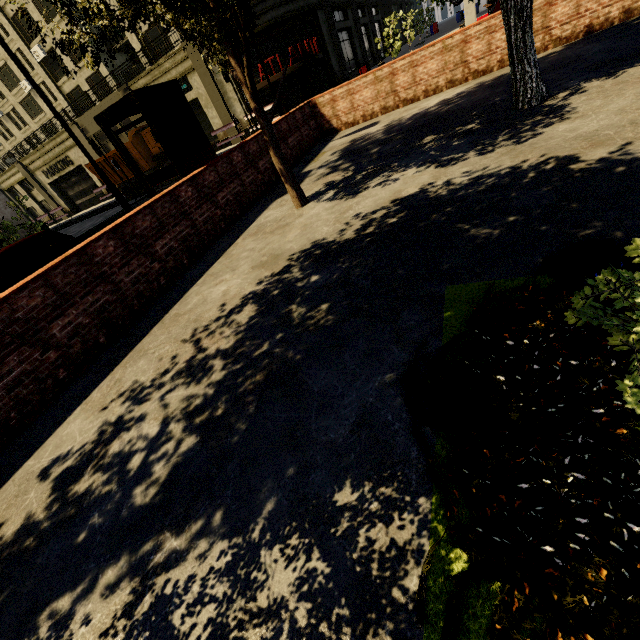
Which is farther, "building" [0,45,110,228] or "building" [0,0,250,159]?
"building" [0,45,110,228]

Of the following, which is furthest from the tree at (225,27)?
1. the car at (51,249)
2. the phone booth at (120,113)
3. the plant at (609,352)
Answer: the car at (51,249)

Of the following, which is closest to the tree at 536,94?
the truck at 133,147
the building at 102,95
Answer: the building at 102,95

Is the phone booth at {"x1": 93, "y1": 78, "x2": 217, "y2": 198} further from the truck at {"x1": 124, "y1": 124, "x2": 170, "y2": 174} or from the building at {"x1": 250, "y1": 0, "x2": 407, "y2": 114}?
the building at {"x1": 250, "y1": 0, "x2": 407, "y2": 114}

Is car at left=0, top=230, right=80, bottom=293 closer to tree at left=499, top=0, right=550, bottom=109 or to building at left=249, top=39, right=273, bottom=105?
tree at left=499, top=0, right=550, bottom=109

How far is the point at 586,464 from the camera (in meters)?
1.39

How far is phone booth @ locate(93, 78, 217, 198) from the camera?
5.8m

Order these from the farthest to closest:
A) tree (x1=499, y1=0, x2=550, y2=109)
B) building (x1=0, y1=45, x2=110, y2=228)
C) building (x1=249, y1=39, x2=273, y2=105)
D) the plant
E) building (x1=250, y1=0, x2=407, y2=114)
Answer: building (x1=0, y1=45, x2=110, y2=228) → building (x1=249, y1=39, x2=273, y2=105) → building (x1=250, y1=0, x2=407, y2=114) → tree (x1=499, y1=0, x2=550, y2=109) → the plant
